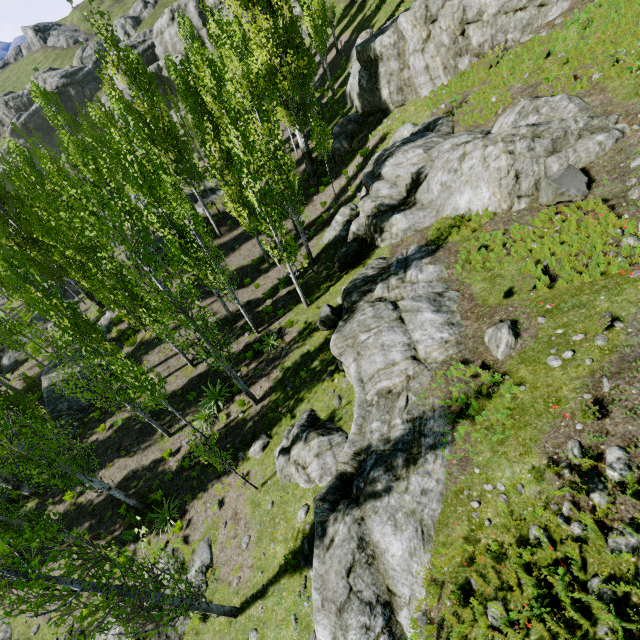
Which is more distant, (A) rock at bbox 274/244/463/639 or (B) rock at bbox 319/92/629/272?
(B) rock at bbox 319/92/629/272

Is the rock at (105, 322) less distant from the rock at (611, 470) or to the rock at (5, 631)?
Result: the rock at (5, 631)

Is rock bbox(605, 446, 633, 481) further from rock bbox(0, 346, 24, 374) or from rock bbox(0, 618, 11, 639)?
rock bbox(0, 346, 24, 374)

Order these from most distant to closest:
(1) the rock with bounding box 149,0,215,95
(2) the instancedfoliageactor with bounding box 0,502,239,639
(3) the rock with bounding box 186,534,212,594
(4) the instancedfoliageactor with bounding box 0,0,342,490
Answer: (1) the rock with bounding box 149,0,215,95
(4) the instancedfoliageactor with bounding box 0,0,342,490
(3) the rock with bounding box 186,534,212,594
(2) the instancedfoliageactor with bounding box 0,502,239,639

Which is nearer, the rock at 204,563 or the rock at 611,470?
the rock at 611,470

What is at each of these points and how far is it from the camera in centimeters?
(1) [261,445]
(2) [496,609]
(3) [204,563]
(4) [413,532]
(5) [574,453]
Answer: (1) rock, 1340cm
(2) rock, 519cm
(3) rock, 1168cm
(4) rock, 682cm
(5) rock, 573cm

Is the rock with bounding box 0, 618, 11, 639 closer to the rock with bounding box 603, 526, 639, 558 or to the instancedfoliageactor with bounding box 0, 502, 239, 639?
the instancedfoliageactor with bounding box 0, 502, 239, 639

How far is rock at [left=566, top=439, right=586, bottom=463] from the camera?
5.6m
